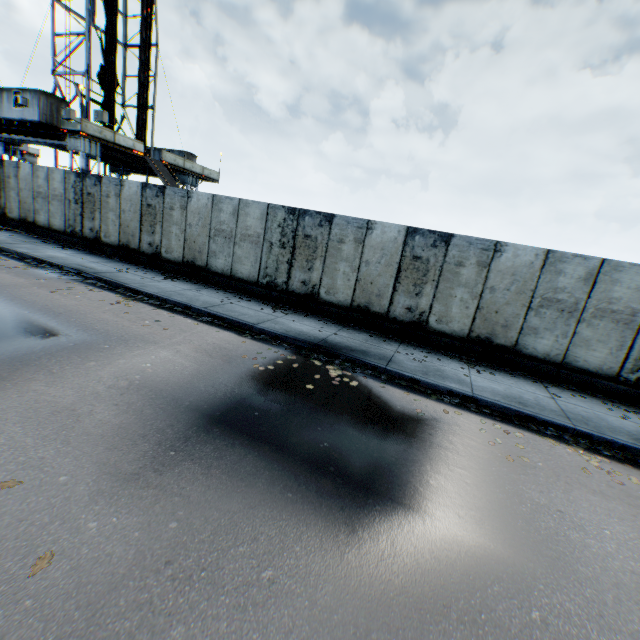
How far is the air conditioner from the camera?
17.6m

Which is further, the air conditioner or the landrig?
the landrig

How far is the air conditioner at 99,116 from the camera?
17.6m

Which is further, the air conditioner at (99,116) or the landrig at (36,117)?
the landrig at (36,117)

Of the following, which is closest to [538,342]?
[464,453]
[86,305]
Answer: [464,453]
